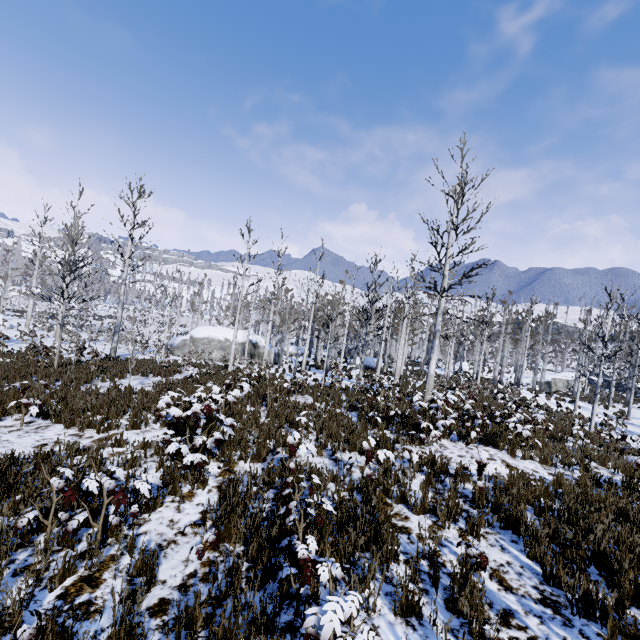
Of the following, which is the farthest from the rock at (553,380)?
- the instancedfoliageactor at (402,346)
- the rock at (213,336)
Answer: the rock at (213,336)

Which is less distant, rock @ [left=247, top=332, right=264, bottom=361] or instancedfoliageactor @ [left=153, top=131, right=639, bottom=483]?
instancedfoliageactor @ [left=153, top=131, right=639, bottom=483]

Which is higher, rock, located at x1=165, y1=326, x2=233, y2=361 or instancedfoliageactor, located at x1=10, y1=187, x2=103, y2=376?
instancedfoliageactor, located at x1=10, y1=187, x2=103, y2=376

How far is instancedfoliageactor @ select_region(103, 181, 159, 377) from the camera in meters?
18.9

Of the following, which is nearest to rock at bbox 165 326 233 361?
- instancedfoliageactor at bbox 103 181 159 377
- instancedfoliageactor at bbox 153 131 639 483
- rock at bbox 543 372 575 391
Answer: instancedfoliageactor at bbox 103 181 159 377

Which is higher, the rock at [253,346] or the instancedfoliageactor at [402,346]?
the instancedfoliageactor at [402,346]

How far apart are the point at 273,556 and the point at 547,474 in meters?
7.0
